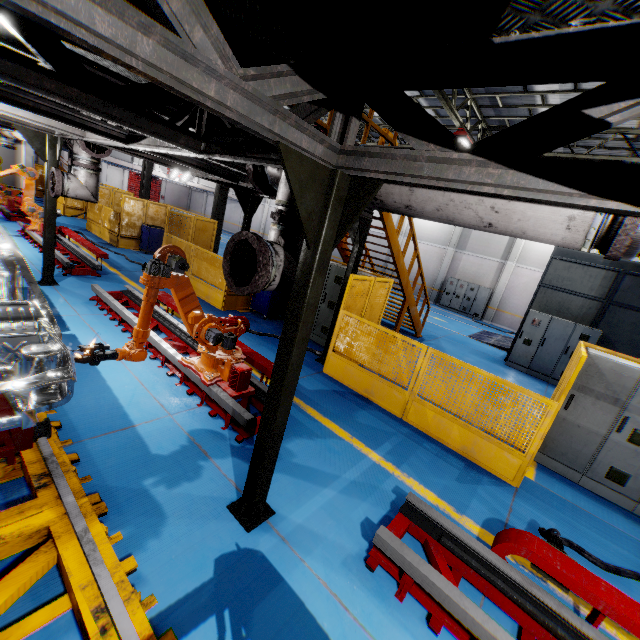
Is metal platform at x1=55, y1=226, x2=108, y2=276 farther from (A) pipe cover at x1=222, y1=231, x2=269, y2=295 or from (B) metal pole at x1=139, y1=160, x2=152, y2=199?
(A) pipe cover at x1=222, y1=231, x2=269, y2=295

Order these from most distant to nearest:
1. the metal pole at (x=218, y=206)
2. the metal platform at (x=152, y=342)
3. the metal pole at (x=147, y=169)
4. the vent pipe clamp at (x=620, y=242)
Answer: the metal pole at (x=147, y=169) < the metal pole at (x=218, y=206) < the metal platform at (x=152, y=342) < the vent pipe clamp at (x=620, y=242)

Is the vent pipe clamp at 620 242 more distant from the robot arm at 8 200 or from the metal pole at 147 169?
the metal pole at 147 169

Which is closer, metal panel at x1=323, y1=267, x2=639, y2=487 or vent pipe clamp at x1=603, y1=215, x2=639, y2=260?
vent pipe clamp at x1=603, y1=215, x2=639, y2=260

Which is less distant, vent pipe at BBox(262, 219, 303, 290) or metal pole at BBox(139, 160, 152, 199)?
vent pipe at BBox(262, 219, 303, 290)

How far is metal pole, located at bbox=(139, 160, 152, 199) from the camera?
18.14m

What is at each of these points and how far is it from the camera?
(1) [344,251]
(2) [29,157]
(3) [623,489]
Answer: (1) metal stair, 10.5m
(2) cement column, 22.2m
(3) cabinet, 5.1m

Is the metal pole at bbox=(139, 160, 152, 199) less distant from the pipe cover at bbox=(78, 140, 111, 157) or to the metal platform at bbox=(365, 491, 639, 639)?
the pipe cover at bbox=(78, 140, 111, 157)
